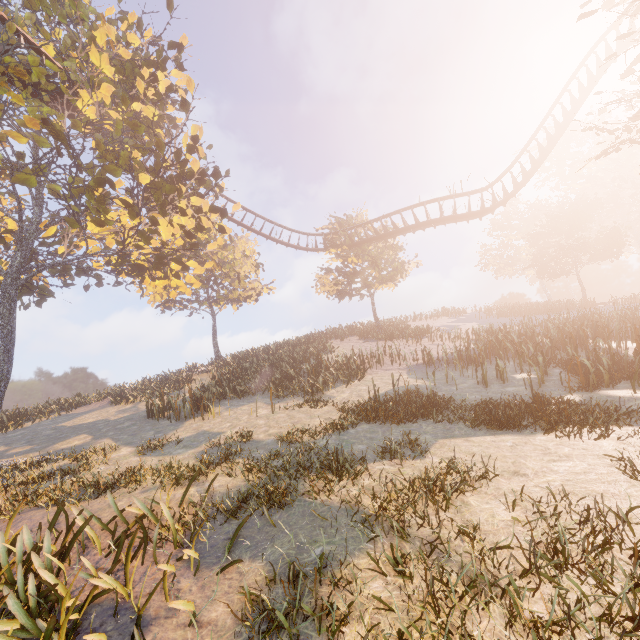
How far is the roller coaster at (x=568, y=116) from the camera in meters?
20.3

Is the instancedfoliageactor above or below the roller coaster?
below

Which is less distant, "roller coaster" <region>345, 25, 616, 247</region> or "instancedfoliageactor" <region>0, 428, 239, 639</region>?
"instancedfoliageactor" <region>0, 428, 239, 639</region>

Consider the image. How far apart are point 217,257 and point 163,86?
12.79m

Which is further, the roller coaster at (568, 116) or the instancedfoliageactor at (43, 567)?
the roller coaster at (568, 116)

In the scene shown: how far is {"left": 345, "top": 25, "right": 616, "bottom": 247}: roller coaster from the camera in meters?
20.3
